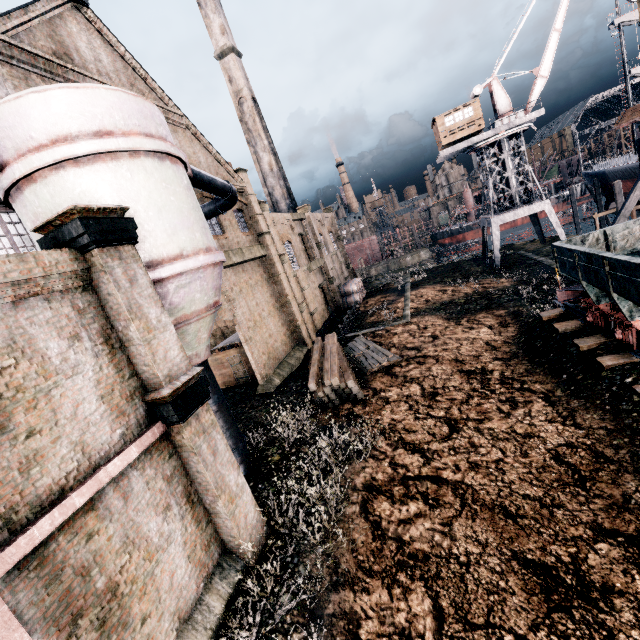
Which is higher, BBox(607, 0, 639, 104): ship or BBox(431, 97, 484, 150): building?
BBox(607, 0, 639, 104): ship

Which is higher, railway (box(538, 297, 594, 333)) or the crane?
the crane

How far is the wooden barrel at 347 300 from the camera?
40.3 meters

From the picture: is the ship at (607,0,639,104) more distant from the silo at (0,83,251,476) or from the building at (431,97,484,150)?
the silo at (0,83,251,476)

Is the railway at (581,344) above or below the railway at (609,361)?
above

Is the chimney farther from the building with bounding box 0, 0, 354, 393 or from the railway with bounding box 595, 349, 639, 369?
the building with bounding box 0, 0, 354, 393

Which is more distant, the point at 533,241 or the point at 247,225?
the point at 533,241

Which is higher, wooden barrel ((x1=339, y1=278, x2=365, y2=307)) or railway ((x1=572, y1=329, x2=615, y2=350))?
wooden barrel ((x1=339, y1=278, x2=365, y2=307))
